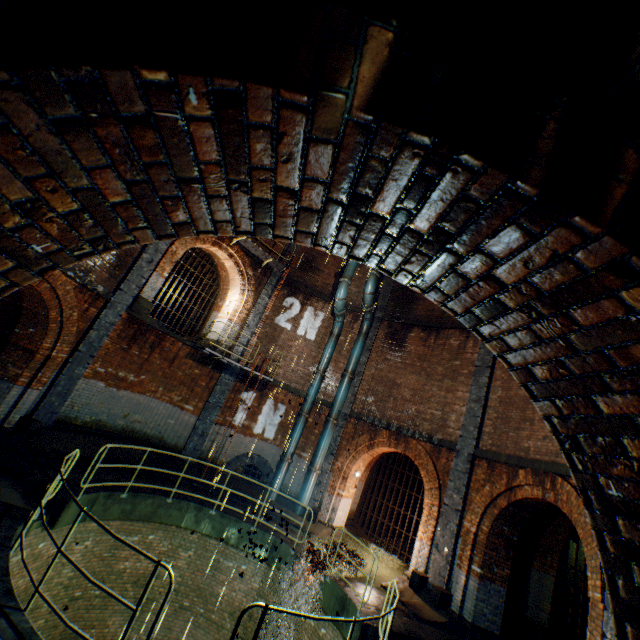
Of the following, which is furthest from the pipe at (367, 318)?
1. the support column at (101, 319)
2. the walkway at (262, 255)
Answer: the support column at (101, 319)

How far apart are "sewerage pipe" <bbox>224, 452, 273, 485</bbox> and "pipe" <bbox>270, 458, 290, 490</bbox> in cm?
16

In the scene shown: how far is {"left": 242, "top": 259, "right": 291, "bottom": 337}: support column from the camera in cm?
1505

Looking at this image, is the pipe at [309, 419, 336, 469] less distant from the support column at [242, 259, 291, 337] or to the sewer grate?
the support column at [242, 259, 291, 337]

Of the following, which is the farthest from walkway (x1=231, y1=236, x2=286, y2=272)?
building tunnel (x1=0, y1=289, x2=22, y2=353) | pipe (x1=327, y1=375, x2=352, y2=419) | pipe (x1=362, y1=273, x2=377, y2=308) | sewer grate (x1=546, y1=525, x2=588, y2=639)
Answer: sewer grate (x1=546, y1=525, x2=588, y2=639)

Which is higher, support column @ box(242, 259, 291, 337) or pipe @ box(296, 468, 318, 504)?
support column @ box(242, 259, 291, 337)

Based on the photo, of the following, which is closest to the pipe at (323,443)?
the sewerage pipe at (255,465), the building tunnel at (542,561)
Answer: the sewerage pipe at (255,465)

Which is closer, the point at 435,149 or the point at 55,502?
the point at 435,149
